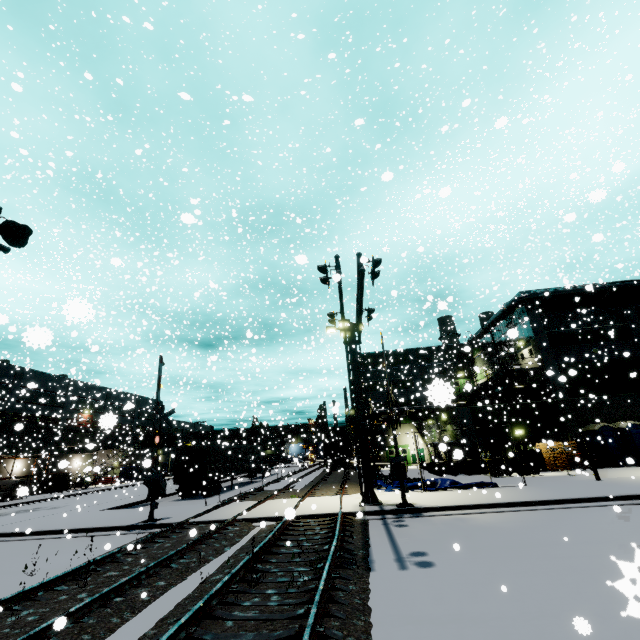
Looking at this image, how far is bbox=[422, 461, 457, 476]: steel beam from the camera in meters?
25.2

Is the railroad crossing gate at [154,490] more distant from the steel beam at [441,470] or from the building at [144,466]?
the steel beam at [441,470]

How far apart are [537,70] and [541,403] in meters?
23.6

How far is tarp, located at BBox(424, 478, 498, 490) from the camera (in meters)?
16.94

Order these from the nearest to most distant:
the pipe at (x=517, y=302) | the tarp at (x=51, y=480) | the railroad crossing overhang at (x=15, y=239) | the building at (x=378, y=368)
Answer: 1. the railroad crossing overhang at (x=15, y=239)
2. the pipe at (x=517, y=302)
3. the tarp at (x=51, y=480)
4. the building at (x=378, y=368)

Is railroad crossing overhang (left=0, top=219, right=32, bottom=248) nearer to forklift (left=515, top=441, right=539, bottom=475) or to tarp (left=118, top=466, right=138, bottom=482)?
forklift (left=515, top=441, right=539, bottom=475)

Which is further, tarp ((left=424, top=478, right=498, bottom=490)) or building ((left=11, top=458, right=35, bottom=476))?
building ((left=11, top=458, right=35, bottom=476))

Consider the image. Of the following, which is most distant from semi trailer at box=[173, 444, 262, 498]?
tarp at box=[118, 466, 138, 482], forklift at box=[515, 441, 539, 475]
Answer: forklift at box=[515, 441, 539, 475]
